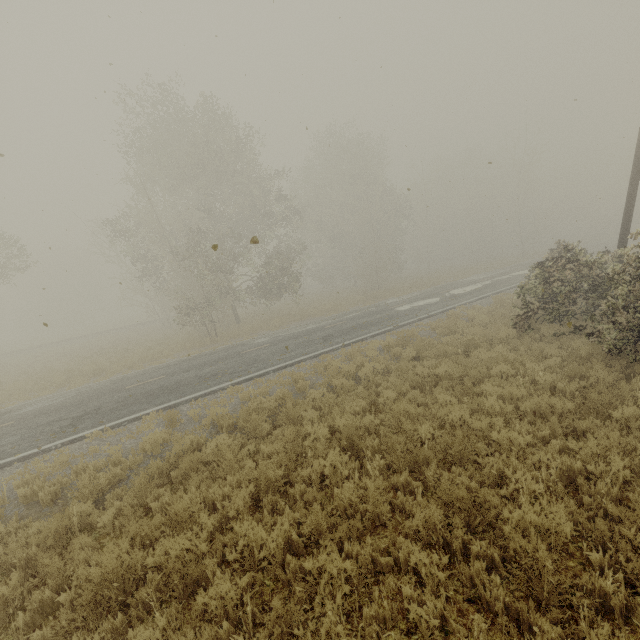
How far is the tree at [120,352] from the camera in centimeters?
1918cm

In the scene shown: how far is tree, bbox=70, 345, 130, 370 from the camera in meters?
19.2

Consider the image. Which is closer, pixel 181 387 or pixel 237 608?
pixel 237 608

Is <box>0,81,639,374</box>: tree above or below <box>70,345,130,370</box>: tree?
above

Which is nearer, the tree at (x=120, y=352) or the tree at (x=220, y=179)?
the tree at (x=220, y=179)

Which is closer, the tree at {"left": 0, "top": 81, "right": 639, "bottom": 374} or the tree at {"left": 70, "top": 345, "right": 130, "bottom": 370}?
the tree at {"left": 0, "top": 81, "right": 639, "bottom": 374}
